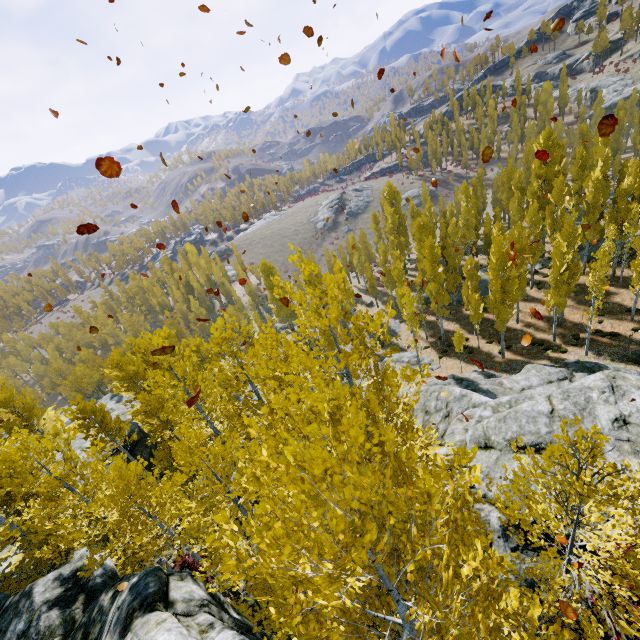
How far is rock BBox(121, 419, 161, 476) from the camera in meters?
21.1

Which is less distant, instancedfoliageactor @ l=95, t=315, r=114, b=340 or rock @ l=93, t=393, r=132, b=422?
rock @ l=93, t=393, r=132, b=422

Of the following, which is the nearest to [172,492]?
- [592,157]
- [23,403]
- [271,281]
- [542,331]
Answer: [23,403]

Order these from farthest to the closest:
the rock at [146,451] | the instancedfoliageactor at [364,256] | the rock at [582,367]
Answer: the instancedfoliageactor at [364,256] → the rock at [146,451] → the rock at [582,367]

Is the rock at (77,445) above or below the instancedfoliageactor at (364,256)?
above

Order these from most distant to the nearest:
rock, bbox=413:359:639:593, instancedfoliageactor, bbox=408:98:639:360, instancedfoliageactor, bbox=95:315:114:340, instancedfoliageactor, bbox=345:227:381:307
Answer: instancedfoliageactor, bbox=95:315:114:340 < instancedfoliageactor, bbox=345:227:381:307 < instancedfoliageactor, bbox=408:98:639:360 < rock, bbox=413:359:639:593
